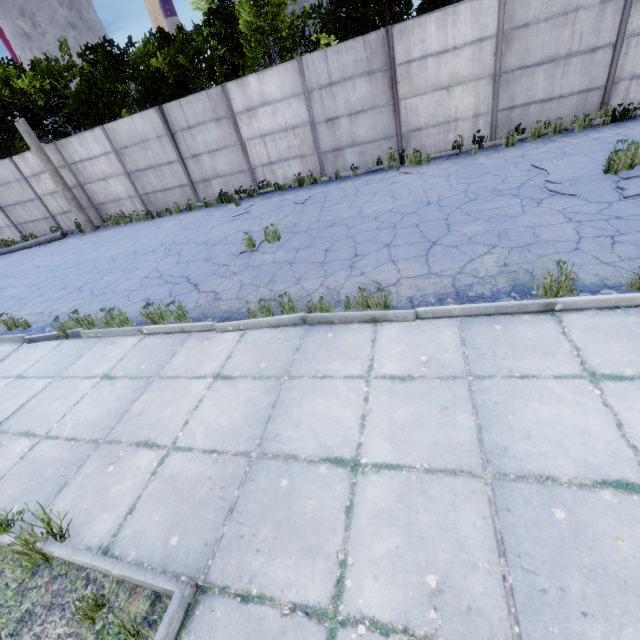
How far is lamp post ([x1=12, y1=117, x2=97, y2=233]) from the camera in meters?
12.9

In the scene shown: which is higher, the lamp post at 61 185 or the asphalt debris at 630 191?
the lamp post at 61 185

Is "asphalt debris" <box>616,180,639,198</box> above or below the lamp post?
below

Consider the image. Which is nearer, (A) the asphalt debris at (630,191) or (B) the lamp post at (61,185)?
(A) the asphalt debris at (630,191)

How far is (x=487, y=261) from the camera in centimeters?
482cm

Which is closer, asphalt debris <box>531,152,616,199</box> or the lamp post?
asphalt debris <box>531,152,616,199</box>
